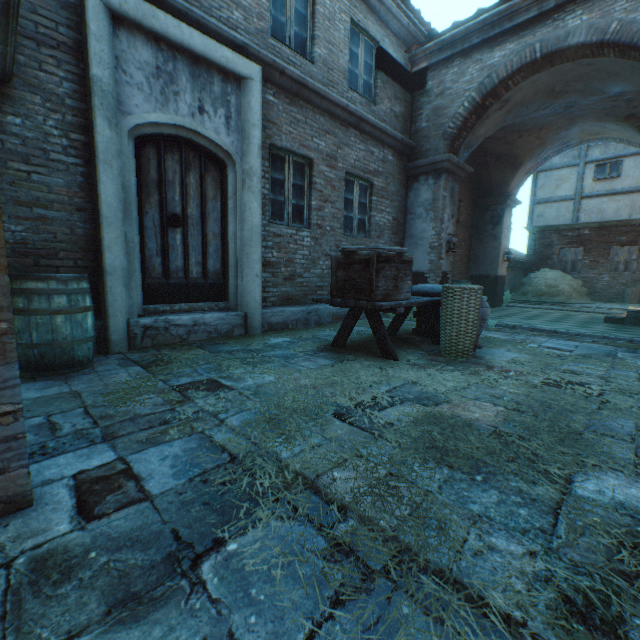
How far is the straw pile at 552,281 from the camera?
14.46m

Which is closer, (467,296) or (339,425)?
(339,425)

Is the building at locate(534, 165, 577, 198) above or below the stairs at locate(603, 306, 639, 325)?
above

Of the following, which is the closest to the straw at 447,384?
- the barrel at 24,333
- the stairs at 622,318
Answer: the barrel at 24,333

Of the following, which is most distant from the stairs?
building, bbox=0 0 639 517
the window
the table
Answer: the window

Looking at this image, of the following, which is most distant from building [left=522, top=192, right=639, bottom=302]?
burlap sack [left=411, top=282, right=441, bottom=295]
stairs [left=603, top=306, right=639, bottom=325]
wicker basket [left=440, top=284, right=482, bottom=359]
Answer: wicker basket [left=440, top=284, right=482, bottom=359]

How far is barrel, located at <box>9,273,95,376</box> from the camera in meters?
3.0 m

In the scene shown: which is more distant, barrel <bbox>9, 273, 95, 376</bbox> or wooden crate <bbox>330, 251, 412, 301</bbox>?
wooden crate <bbox>330, 251, 412, 301</bbox>
